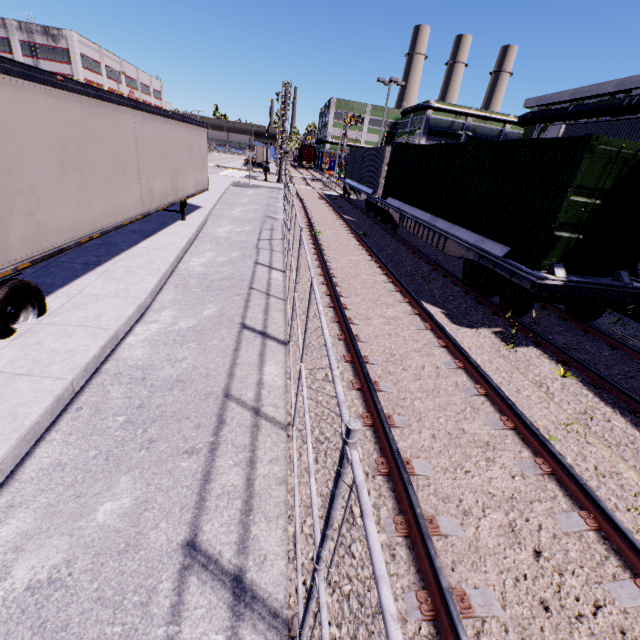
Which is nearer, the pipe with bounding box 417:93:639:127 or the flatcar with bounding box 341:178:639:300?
the flatcar with bounding box 341:178:639:300

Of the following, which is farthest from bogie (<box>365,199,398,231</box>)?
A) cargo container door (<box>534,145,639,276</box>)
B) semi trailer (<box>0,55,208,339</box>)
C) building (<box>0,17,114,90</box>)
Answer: cargo container door (<box>534,145,639,276</box>)

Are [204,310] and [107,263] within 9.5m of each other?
yes

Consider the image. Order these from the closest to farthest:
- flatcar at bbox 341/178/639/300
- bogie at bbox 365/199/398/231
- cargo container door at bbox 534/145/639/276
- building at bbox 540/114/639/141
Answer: cargo container door at bbox 534/145/639/276
flatcar at bbox 341/178/639/300
building at bbox 540/114/639/141
bogie at bbox 365/199/398/231

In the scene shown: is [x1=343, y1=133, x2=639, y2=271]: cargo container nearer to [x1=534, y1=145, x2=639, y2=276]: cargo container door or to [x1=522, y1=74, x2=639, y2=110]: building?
[x1=534, y1=145, x2=639, y2=276]: cargo container door

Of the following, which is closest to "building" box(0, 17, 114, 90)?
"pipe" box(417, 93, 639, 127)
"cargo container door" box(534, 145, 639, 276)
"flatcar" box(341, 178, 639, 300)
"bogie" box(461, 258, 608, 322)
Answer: → "pipe" box(417, 93, 639, 127)

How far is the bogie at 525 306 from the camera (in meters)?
7.59

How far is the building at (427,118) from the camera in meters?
59.1 m
